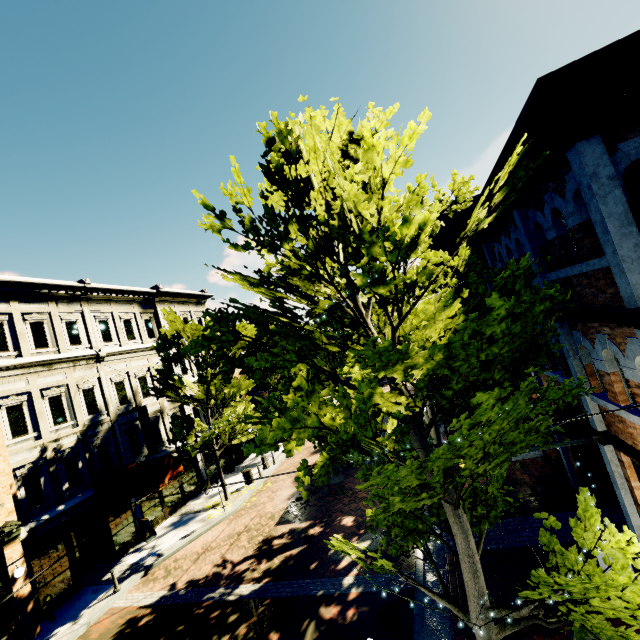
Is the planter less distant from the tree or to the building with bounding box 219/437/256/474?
the tree

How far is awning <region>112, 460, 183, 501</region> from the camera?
14.2m

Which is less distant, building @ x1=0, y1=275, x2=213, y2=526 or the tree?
the tree

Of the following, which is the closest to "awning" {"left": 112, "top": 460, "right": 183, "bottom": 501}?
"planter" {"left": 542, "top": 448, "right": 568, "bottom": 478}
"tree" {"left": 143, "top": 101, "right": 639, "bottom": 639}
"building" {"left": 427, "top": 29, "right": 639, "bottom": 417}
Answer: "building" {"left": 427, "top": 29, "right": 639, "bottom": 417}

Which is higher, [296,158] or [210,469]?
[296,158]

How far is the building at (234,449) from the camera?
23.94m

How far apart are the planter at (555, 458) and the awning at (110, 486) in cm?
1598

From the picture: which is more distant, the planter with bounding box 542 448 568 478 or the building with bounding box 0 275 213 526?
the building with bounding box 0 275 213 526
